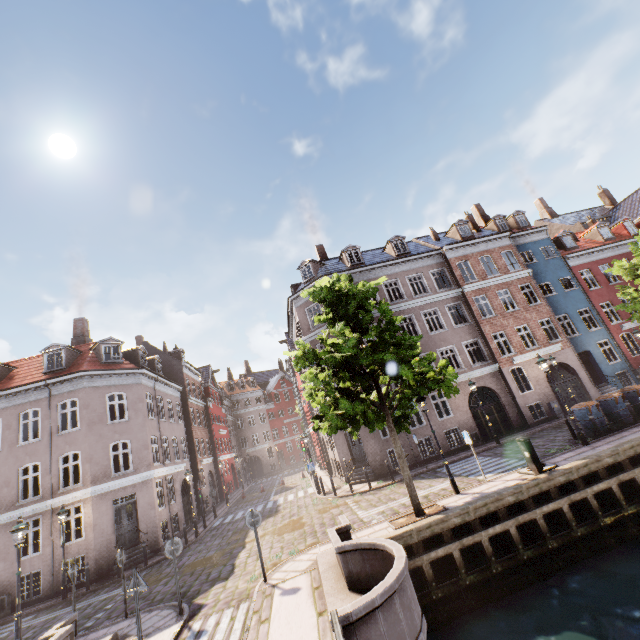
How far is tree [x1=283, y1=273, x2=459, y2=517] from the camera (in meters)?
10.62

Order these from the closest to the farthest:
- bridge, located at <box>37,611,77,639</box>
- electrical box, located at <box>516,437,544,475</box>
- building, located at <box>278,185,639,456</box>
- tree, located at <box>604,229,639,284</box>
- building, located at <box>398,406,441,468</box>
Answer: bridge, located at <box>37,611,77,639</box> < electrical box, located at <box>516,437,544,475</box> < tree, located at <box>604,229,639,284</box> < building, located at <box>398,406,441,468</box> < building, located at <box>278,185,639,456</box>

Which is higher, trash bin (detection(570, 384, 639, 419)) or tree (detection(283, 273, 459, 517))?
tree (detection(283, 273, 459, 517))

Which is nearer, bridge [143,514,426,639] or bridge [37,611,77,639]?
bridge [143,514,426,639]

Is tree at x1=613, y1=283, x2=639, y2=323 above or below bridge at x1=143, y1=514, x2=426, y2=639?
above

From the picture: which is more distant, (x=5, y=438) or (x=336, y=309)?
(x=5, y=438)

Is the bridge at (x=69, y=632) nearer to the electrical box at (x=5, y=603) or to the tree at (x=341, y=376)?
the tree at (x=341, y=376)

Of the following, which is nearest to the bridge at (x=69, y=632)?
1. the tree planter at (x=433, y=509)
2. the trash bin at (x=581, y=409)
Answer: the tree planter at (x=433, y=509)
